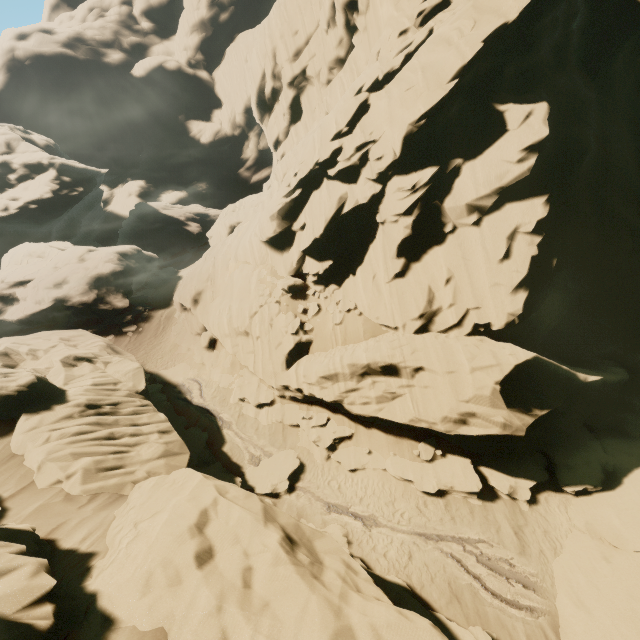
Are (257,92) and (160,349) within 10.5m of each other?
no

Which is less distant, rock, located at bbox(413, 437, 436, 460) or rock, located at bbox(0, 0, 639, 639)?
rock, located at bbox(0, 0, 639, 639)

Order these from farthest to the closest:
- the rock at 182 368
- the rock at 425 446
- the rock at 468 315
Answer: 1. the rock at 182 368
2. the rock at 425 446
3. the rock at 468 315

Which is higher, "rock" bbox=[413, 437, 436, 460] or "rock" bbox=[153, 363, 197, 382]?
"rock" bbox=[153, 363, 197, 382]

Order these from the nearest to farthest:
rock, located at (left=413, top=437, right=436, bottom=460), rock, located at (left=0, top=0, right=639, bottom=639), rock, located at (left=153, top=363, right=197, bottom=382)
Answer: rock, located at (left=0, top=0, right=639, bottom=639)
rock, located at (left=413, top=437, right=436, bottom=460)
rock, located at (left=153, top=363, right=197, bottom=382)

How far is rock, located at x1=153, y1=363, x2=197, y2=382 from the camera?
22.97m

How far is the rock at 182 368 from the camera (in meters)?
22.97
